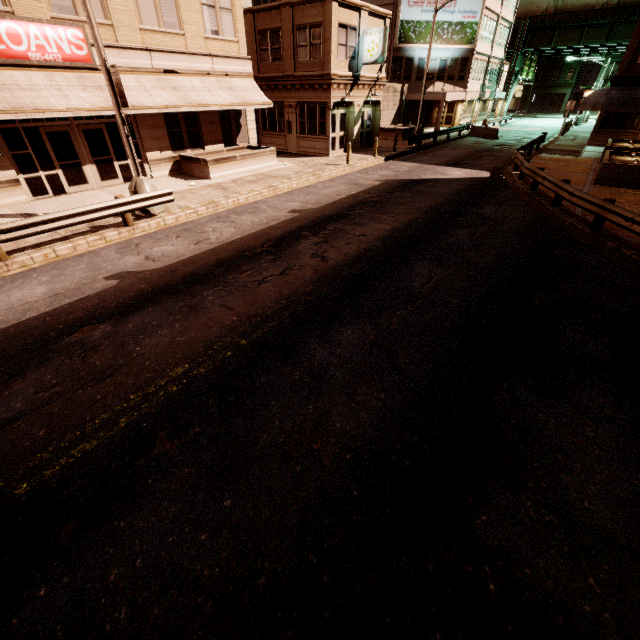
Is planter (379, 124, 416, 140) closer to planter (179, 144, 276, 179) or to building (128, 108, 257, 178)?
building (128, 108, 257, 178)

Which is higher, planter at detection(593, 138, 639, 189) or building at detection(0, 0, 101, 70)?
building at detection(0, 0, 101, 70)

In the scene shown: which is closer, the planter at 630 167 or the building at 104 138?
the building at 104 138

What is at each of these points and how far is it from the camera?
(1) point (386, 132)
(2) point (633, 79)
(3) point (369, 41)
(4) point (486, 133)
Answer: (1) planter, 30.6 meters
(2) building, 23.8 meters
(3) sign, 20.9 meters
(4) barrier, 32.4 meters

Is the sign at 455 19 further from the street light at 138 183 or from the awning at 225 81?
the street light at 138 183

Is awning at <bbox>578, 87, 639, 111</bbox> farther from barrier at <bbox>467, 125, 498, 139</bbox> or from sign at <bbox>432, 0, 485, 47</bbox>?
sign at <bbox>432, 0, 485, 47</bbox>

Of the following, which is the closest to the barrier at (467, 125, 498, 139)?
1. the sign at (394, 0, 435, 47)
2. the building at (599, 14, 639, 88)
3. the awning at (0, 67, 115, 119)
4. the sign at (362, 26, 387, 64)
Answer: the building at (599, 14, 639, 88)

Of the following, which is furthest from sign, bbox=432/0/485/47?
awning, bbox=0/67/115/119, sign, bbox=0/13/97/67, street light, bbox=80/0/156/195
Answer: street light, bbox=80/0/156/195
